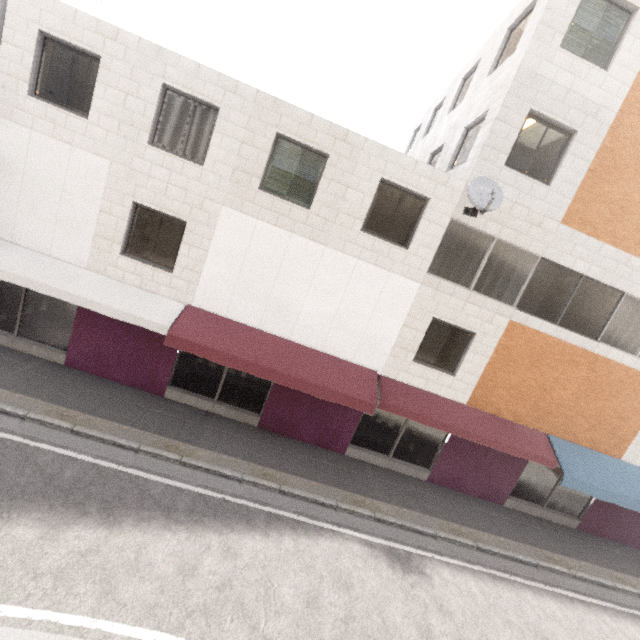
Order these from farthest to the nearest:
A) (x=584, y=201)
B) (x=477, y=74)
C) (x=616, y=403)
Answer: (x=477, y=74), (x=616, y=403), (x=584, y=201)

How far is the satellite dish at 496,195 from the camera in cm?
824

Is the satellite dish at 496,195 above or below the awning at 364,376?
above

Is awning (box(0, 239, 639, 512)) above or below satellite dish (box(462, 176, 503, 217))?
below

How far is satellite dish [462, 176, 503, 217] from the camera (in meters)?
8.24
